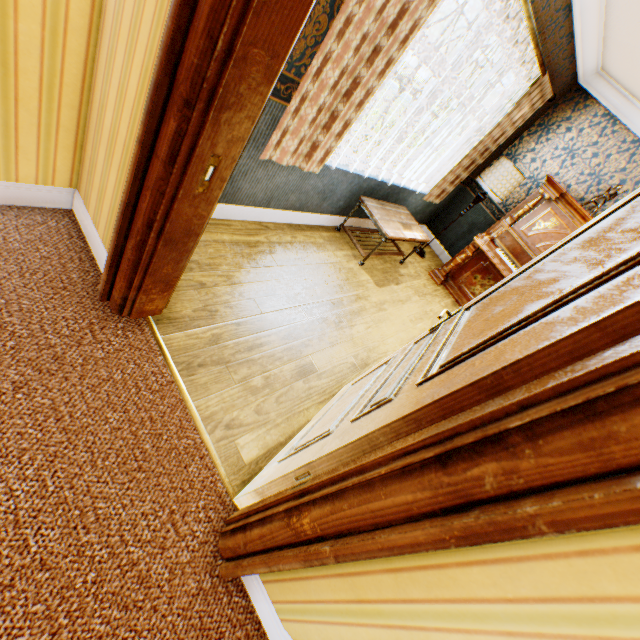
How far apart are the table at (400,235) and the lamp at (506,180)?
1.1m

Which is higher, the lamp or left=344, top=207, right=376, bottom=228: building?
the lamp

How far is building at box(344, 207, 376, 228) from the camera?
4.3 meters

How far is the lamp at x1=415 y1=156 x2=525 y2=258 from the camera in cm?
446

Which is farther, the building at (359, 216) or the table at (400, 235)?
the building at (359, 216)

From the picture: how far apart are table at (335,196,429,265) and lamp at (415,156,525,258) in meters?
1.1 m

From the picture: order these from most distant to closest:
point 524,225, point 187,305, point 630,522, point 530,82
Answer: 1. point 524,225
2. point 530,82
3. point 187,305
4. point 630,522

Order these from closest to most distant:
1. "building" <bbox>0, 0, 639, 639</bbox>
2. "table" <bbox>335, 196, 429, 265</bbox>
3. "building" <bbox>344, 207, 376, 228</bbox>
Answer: "building" <bbox>0, 0, 639, 639</bbox>, "table" <bbox>335, 196, 429, 265</bbox>, "building" <bbox>344, 207, 376, 228</bbox>
